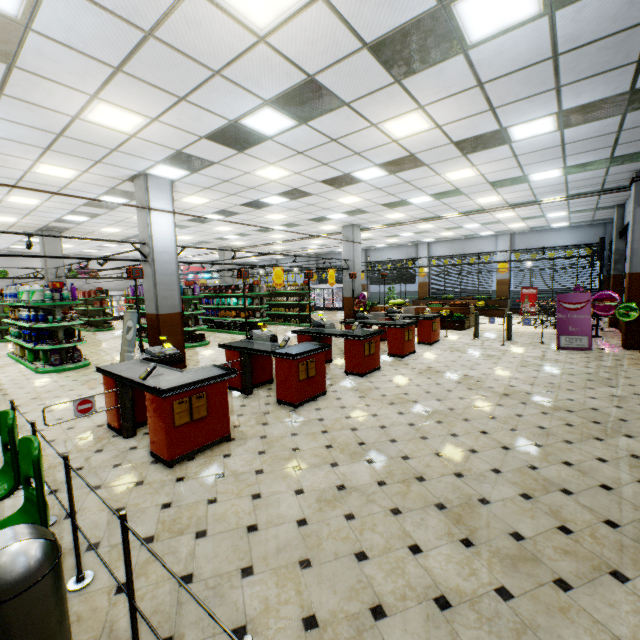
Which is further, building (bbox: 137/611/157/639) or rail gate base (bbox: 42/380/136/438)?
rail gate base (bbox: 42/380/136/438)

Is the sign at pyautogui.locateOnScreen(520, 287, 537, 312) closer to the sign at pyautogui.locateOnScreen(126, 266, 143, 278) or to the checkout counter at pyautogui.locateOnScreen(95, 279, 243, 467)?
the checkout counter at pyautogui.locateOnScreen(95, 279, 243, 467)

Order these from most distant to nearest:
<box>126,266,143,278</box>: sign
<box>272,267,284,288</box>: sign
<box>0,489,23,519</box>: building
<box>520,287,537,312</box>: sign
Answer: <box>520,287,537,312</box>: sign, <box>272,267,284,288</box>: sign, <box>126,266,143,278</box>: sign, <box>0,489,23,519</box>: building

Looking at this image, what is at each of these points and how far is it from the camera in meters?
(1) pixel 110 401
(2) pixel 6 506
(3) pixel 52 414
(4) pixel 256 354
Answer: (1) checkout counter, 4.8 m
(2) building, 3.3 m
(3) building, 5.7 m
(4) checkout counter, 6.7 m

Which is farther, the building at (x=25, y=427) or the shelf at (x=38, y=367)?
the shelf at (x=38, y=367)

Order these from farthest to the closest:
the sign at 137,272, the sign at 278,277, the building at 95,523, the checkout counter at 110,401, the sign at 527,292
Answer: the sign at 527,292, the sign at 278,277, the sign at 137,272, the checkout counter at 110,401, the building at 95,523

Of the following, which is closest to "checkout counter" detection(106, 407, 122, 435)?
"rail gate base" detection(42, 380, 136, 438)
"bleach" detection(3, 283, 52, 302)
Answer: "rail gate base" detection(42, 380, 136, 438)

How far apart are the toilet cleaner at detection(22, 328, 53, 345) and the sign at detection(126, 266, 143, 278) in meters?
6.5 m
